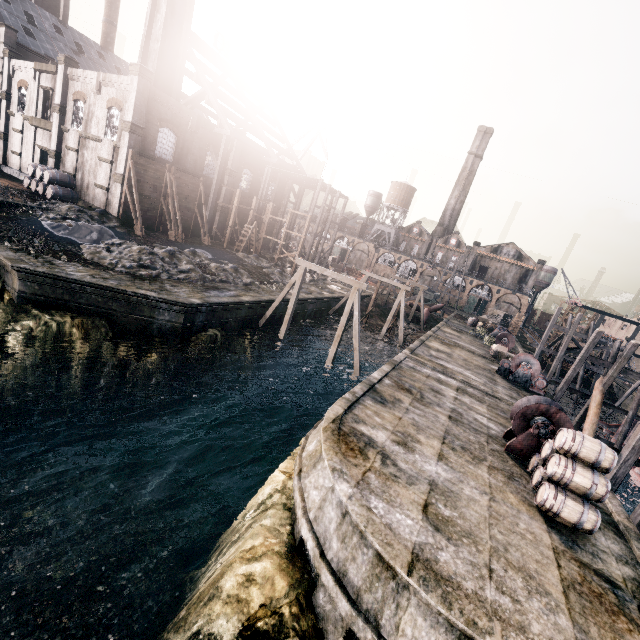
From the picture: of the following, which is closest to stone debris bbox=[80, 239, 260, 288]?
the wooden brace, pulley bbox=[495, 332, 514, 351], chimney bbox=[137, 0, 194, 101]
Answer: chimney bbox=[137, 0, 194, 101]

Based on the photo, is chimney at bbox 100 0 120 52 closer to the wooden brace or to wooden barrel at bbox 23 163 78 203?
wooden barrel at bbox 23 163 78 203

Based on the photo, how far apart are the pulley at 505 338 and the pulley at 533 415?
24.3m

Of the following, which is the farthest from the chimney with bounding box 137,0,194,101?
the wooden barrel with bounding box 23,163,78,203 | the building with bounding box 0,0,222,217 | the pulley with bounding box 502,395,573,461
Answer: the building with bounding box 0,0,222,217

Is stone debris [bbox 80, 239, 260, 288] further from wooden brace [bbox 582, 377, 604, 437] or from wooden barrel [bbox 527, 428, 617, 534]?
wooden brace [bbox 582, 377, 604, 437]

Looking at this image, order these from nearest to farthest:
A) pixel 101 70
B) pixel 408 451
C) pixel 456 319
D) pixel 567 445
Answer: pixel 567 445, pixel 408 451, pixel 101 70, pixel 456 319

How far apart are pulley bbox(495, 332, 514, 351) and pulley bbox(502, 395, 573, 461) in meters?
24.3

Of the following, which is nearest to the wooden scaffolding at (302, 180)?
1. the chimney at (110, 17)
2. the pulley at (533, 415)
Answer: the pulley at (533, 415)
